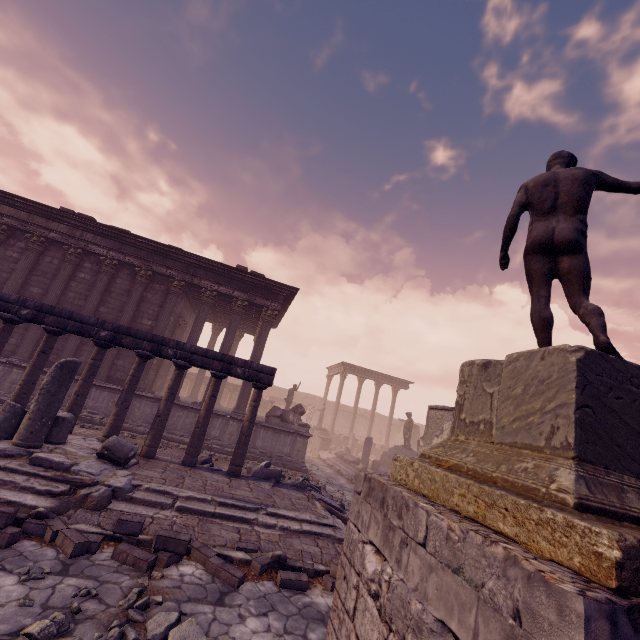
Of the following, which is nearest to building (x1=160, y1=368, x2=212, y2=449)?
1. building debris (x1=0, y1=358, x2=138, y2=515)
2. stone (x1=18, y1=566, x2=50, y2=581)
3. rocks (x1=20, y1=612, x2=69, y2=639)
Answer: building debris (x1=0, y1=358, x2=138, y2=515)

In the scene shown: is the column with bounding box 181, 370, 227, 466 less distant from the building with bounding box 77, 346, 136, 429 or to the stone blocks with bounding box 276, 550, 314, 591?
the building with bounding box 77, 346, 136, 429

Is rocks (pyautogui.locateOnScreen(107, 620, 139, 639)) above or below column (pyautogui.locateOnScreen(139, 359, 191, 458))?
below

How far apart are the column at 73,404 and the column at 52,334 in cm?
72

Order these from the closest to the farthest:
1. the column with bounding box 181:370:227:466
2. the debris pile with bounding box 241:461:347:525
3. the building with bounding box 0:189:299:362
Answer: the debris pile with bounding box 241:461:347:525
the column with bounding box 181:370:227:466
the building with bounding box 0:189:299:362

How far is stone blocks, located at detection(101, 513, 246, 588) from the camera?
4.30m

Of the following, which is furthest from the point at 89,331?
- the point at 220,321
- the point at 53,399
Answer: the point at 220,321

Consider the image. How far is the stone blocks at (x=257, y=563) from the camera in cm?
484
